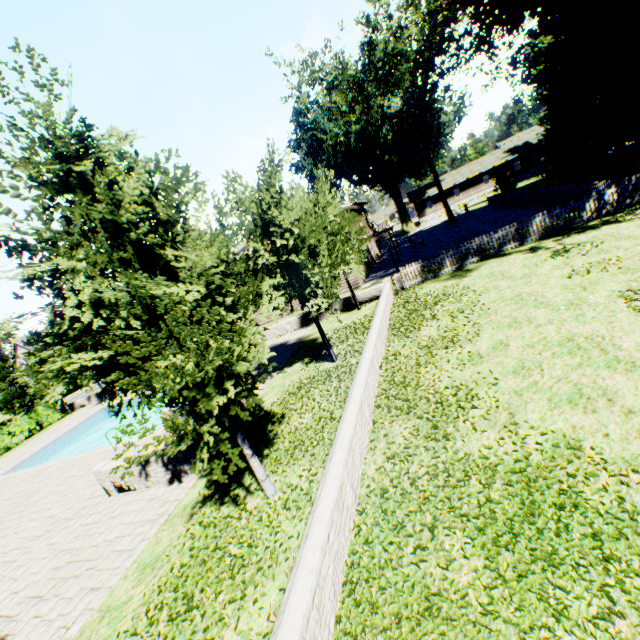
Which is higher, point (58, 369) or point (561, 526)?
point (58, 369)

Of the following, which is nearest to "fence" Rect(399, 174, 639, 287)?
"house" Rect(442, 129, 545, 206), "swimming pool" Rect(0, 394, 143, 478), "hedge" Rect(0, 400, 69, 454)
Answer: "house" Rect(442, 129, 545, 206)

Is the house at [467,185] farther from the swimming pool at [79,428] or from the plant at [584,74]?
the swimming pool at [79,428]

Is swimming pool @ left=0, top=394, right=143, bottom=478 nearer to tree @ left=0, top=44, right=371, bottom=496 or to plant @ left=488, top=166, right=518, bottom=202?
tree @ left=0, top=44, right=371, bottom=496

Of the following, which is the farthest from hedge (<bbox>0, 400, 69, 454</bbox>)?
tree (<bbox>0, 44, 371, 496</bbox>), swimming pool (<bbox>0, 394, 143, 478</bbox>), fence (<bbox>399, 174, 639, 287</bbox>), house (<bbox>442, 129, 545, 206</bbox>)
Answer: house (<bbox>442, 129, 545, 206</bbox>)

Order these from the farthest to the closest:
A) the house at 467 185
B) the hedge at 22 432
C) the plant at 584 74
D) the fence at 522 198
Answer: the house at 467 185 < the hedge at 22 432 < the plant at 584 74 < the fence at 522 198

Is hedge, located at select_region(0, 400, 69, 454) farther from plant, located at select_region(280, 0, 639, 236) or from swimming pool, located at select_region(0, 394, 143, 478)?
swimming pool, located at select_region(0, 394, 143, 478)

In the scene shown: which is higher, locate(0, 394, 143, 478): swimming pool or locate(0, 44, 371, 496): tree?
locate(0, 44, 371, 496): tree
